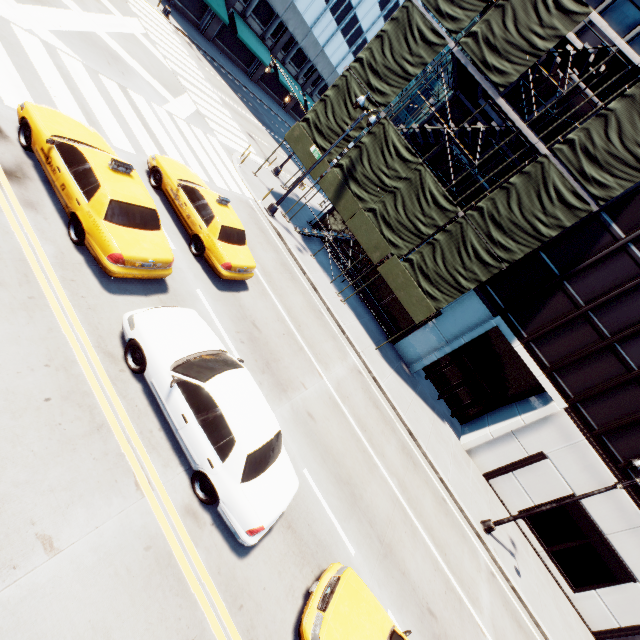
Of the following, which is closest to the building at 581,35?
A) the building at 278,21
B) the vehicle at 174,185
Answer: the vehicle at 174,185

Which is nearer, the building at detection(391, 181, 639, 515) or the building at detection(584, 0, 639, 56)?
the building at detection(584, 0, 639, 56)

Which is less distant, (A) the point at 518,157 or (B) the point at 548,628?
(B) the point at 548,628

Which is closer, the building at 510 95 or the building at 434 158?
the building at 510 95

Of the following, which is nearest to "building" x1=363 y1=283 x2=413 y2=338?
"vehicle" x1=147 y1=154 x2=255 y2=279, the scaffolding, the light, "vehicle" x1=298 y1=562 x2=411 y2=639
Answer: the scaffolding

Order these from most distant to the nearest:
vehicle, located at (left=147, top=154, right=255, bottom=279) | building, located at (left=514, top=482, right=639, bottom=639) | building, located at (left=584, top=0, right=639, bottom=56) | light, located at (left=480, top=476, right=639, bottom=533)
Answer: building, located at (left=514, top=482, right=639, bottom=639)
building, located at (left=584, top=0, right=639, bottom=56)
light, located at (left=480, top=476, right=639, bottom=533)
vehicle, located at (left=147, top=154, right=255, bottom=279)

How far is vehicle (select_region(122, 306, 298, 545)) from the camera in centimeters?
591cm

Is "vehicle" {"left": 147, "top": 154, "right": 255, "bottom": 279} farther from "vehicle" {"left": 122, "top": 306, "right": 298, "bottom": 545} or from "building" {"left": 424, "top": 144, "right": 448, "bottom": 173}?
"building" {"left": 424, "top": 144, "right": 448, "bottom": 173}
